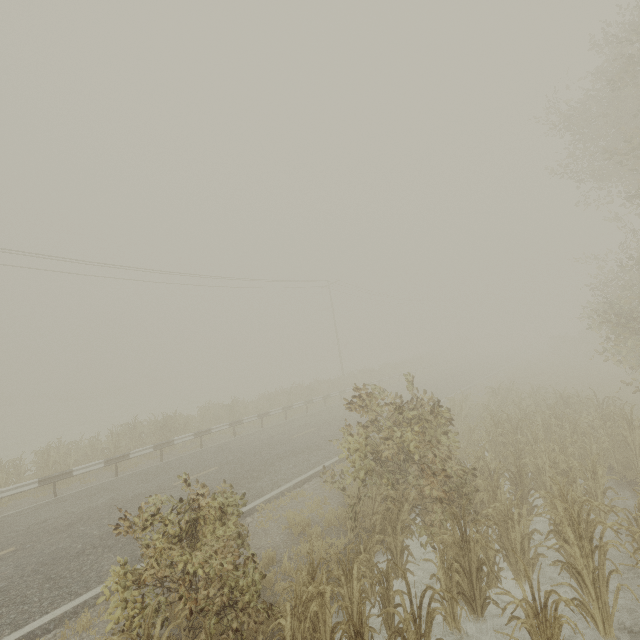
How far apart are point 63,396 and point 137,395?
12.0m
